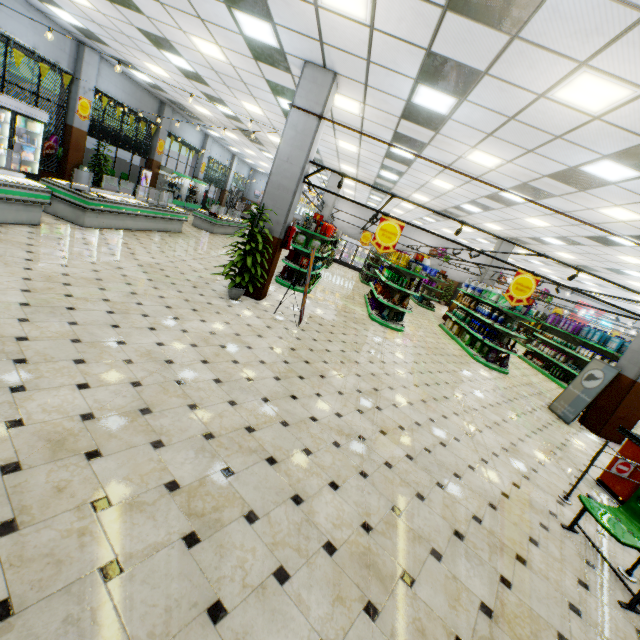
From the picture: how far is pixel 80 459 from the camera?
2.29m

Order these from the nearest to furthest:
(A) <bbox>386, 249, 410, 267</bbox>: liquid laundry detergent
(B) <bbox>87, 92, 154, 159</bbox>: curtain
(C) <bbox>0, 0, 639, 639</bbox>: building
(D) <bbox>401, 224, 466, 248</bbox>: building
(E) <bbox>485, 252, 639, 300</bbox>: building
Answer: (C) <bbox>0, 0, 639, 639</bbox>: building < (A) <bbox>386, 249, 410, 267</bbox>: liquid laundry detergent < (B) <bbox>87, 92, 154, 159</bbox>: curtain < (E) <bbox>485, 252, 639, 300</bbox>: building < (D) <bbox>401, 224, 466, 248</bbox>: building

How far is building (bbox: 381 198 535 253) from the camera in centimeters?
1698cm

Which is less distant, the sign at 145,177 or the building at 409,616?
the building at 409,616

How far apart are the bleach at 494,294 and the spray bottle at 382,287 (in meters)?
3.76

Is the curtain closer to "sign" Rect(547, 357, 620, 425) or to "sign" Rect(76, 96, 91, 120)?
"sign" Rect(76, 96, 91, 120)

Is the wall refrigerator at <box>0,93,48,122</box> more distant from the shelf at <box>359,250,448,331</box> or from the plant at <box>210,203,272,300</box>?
the shelf at <box>359,250,448,331</box>

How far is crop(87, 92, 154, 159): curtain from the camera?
13.0m
